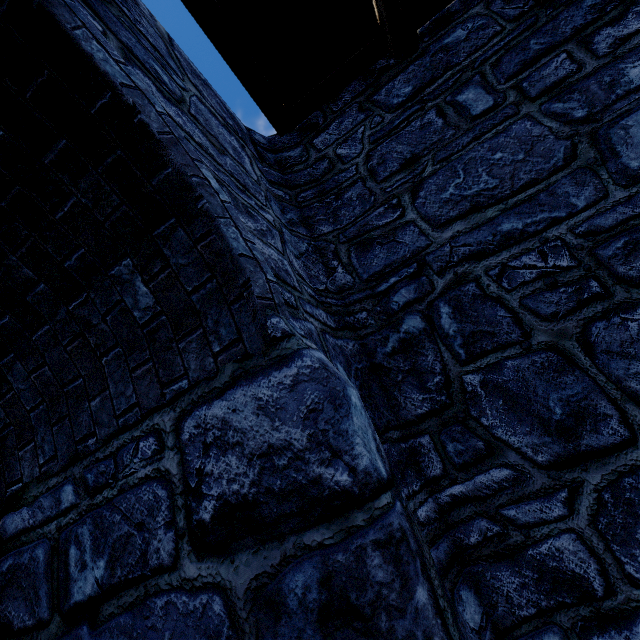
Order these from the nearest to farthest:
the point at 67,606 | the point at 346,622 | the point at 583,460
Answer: the point at 346,622, the point at 67,606, the point at 583,460
